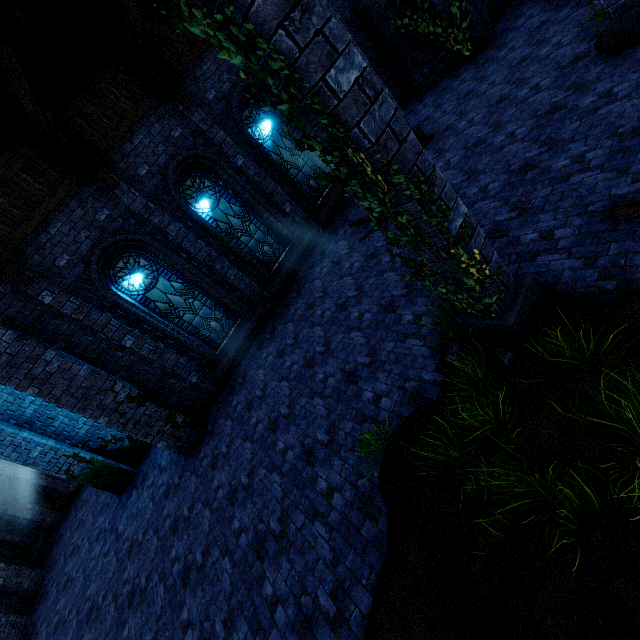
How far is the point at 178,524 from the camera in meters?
7.1

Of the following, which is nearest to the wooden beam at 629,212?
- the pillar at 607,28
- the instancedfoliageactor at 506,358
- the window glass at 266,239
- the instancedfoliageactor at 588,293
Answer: the instancedfoliageactor at 588,293

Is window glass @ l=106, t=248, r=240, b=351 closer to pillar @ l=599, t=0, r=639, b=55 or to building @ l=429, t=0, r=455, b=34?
building @ l=429, t=0, r=455, b=34

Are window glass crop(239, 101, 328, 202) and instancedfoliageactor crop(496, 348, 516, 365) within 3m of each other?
no

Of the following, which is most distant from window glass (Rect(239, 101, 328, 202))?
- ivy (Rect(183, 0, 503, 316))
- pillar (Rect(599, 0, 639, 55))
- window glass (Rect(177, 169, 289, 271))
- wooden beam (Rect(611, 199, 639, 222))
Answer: wooden beam (Rect(611, 199, 639, 222))

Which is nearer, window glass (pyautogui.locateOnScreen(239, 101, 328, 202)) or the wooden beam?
the wooden beam

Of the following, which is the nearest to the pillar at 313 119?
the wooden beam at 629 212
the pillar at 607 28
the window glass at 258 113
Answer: the wooden beam at 629 212

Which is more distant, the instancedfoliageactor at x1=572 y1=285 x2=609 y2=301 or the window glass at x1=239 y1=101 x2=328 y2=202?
the window glass at x1=239 y1=101 x2=328 y2=202
